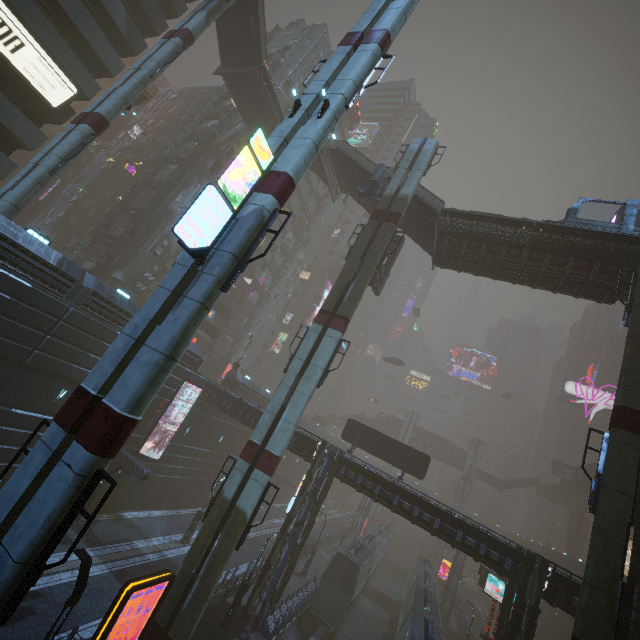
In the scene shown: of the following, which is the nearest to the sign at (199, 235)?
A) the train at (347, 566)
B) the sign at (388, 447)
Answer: the train at (347, 566)

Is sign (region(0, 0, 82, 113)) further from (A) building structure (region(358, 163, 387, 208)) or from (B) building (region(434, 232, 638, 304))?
(A) building structure (region(358, 163, 387, 208))

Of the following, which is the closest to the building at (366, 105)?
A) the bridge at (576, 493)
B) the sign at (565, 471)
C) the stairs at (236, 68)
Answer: the stairs at (236, 68)

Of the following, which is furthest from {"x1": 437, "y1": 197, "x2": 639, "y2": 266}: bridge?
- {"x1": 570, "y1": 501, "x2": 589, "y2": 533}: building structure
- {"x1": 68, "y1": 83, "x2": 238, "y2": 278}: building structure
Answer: {"x1": 570, "y1": 501, "x2": 589, "y2": 533}: building structure

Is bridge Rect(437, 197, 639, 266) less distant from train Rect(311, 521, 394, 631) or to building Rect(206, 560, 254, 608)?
building Rect(206, 560, 254, 608)

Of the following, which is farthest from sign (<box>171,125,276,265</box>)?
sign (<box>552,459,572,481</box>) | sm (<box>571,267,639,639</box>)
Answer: sign (<box>552,459,572,481</box>)

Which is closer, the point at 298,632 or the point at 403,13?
the point at 403,13

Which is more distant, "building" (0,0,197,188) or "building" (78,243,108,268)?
"building" (78,243,108,268)
